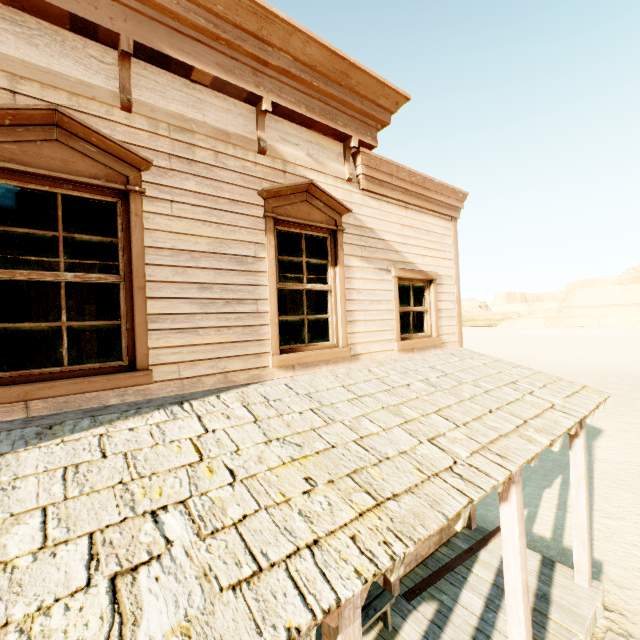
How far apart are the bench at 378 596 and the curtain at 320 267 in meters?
3.4

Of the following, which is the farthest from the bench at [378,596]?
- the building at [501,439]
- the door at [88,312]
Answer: the door at [88,312]

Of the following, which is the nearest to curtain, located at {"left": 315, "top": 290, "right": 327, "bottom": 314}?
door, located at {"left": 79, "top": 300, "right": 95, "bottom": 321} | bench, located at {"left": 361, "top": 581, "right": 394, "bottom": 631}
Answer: bench, located at {"left": 361, "top": 581, "right": 394, "bottom": 631}

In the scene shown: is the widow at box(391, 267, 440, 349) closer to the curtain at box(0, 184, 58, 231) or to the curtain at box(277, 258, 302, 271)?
the curtain at box(277, 258, 302, 271)

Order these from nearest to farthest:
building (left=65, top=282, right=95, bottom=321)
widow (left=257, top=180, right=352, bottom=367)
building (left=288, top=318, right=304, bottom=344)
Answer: widow (left=257, top=180, right=352, bottom=367) → building (left=288, top=318, right=304, bottom=344) → building (left=65, top=282, right=95, bottom=321)

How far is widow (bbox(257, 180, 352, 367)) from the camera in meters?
3.9 m

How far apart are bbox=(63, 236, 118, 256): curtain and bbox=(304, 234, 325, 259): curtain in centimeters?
149cm

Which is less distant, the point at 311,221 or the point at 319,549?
the point at 319,549
